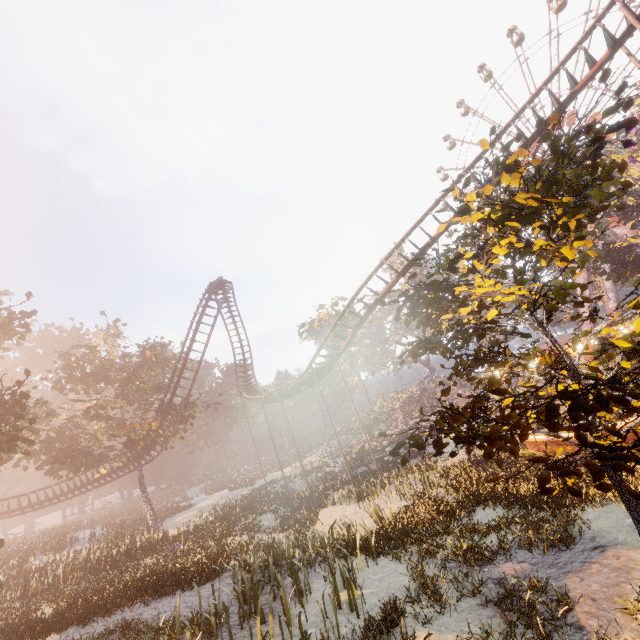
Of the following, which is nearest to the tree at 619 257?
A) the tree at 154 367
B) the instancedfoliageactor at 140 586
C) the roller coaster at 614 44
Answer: the instancedfoliageactor at 140 586

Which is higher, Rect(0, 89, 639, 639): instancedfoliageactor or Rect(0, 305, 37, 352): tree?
Rect(0, 305, 37, 352): tree

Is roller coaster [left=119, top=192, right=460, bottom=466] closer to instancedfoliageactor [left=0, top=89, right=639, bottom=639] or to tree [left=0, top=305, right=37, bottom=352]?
instancedfoliageactor [left=0, top=89, right=639, bottom=639]

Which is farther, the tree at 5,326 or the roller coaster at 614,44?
the tree at 5,326

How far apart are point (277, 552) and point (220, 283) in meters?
26.3 m

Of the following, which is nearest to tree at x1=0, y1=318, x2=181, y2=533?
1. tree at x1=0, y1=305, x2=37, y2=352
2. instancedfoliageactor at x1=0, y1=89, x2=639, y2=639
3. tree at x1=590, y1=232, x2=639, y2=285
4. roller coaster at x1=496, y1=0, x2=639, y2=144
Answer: roller coaster at x1=496, y1=0, x2=639, y2=144

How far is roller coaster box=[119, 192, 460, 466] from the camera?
19.0 meters

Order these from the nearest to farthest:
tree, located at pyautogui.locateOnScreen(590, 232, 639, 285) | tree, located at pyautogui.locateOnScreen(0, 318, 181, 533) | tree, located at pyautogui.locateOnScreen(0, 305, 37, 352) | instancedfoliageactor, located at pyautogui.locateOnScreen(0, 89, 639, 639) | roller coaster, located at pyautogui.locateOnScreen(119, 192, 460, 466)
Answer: instancedfoliageactor, located at pyautogui.locateOnScreen(0, 89, 639, 639)
tree, located at pyautogui.locateOnScreen(0, 318, 181, 533)
tree, located at pyautogui.locateOnScreen(0, 305, 37, 352)
roller coaster, located at pyautogui.locateOnScreen(119, 192, 460, 466)
tree, located at pyautogui.locateOnScreen(590, 232, 639, 285)
